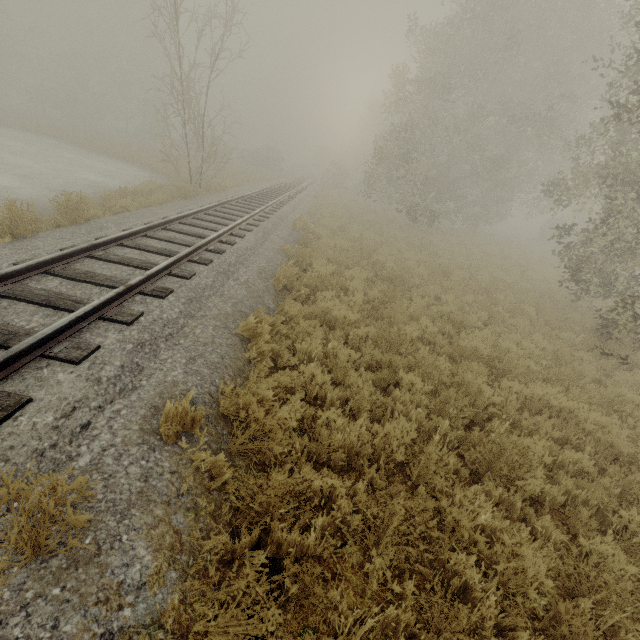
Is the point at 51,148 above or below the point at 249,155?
below
